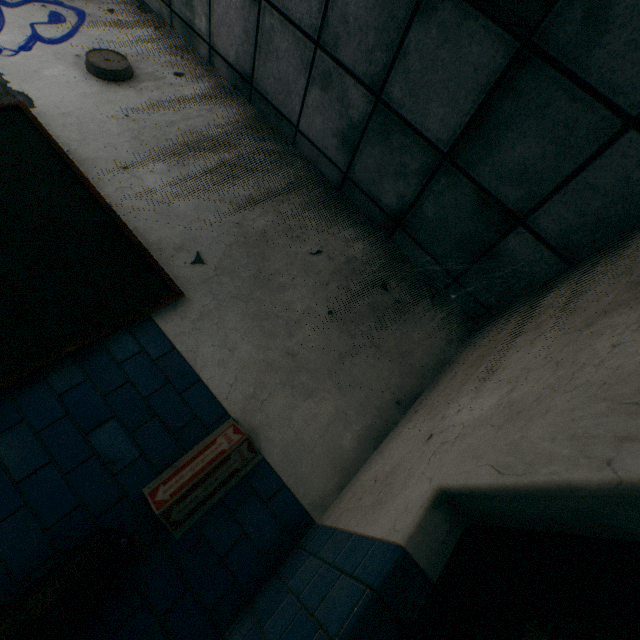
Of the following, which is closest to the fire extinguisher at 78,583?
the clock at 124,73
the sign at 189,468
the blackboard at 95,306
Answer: the sign at 189,468

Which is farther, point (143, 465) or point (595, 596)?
point (143, 465)

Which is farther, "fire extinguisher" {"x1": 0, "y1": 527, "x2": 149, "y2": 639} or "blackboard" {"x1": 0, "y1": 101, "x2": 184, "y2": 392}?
"blackboard" {"x1": 0, "y1": 101, "x2": 184, "y2": 392}

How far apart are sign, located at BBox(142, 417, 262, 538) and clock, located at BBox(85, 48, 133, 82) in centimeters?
320cm

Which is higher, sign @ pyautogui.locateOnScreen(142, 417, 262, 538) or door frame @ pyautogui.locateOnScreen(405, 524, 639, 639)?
door frame @ pyautogui.locateOnScreen(405, 524, 639, 639)

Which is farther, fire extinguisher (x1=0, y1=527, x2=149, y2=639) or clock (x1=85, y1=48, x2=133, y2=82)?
clock (x1=85, y1=48, x2=133, y2=82)

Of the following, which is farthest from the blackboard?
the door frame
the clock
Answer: the door frame

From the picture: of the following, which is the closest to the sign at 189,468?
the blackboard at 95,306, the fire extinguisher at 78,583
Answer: the fire extinguisher at 78,583
